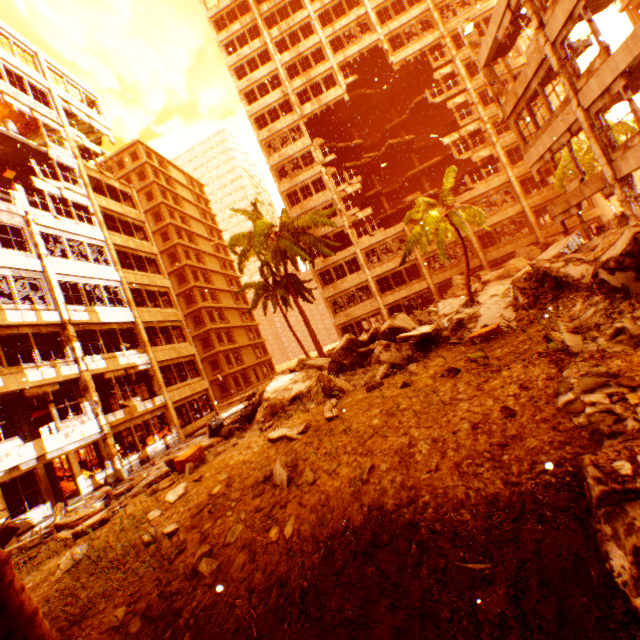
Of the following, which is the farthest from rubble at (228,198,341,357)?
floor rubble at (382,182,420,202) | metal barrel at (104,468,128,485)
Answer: floor rubble at (382,182,420,202)

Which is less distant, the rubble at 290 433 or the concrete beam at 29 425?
the rubble at 290 433

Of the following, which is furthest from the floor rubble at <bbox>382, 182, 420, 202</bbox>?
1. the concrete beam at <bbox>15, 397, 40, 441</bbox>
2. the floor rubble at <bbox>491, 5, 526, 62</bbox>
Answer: the concrete beam at <bbox>15, 397, 40, 441</bbox>

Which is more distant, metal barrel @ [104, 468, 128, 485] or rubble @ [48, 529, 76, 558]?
metal barrel @ [104, 468, 128, 485]

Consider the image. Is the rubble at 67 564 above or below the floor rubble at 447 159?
below

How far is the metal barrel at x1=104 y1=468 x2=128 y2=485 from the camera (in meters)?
14.91

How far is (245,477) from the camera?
6.0m

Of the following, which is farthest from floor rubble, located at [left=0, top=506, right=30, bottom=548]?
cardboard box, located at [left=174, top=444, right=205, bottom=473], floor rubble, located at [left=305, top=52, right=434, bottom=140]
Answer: floor rubble, located at [left=305, top=52, right=434, bottom=140]
